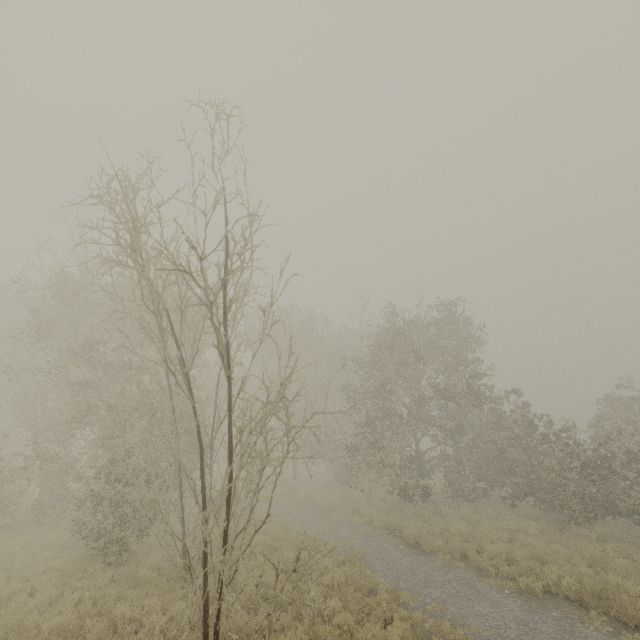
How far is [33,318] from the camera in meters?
16.7
